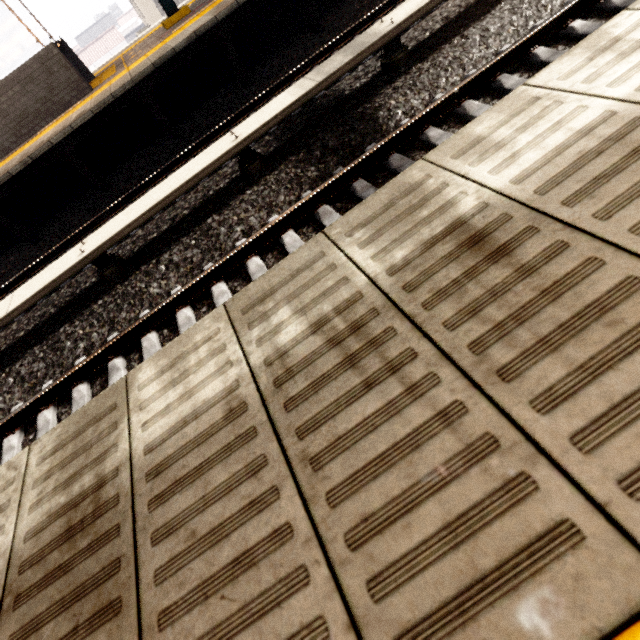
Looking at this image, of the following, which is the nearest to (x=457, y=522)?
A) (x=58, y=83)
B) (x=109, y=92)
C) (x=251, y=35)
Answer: (x=109, y=92)

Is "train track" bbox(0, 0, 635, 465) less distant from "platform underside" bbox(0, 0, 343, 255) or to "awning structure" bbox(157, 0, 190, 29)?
"platform underside" bbox(0, 0, 343, 255)

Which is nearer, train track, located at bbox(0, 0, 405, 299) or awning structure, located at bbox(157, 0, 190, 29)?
train track, located at bbox(0, 0, 405, 299)

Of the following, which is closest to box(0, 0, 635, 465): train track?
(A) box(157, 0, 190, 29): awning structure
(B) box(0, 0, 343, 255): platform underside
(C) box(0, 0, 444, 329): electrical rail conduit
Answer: (C) box(0, 0, 444, 329): electrical rail conduit

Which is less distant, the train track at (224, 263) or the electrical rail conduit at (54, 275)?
the train track at (224, 263)

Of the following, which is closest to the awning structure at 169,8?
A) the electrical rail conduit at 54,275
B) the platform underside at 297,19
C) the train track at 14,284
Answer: the platform underside at 297,19

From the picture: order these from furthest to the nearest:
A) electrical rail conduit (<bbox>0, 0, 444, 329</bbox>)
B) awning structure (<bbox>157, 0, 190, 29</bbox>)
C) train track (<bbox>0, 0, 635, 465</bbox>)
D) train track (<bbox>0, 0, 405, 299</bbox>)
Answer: awning structure (<bbox>157, 0, 190, 29</bbox>), train track (<bbox>0, 0, 405, 299</bbox>), electrical rail conduit (<bbox>0, 0, 444, 329</bbox>), train track (<bbox>0, 0, 635, 465</bbox>)

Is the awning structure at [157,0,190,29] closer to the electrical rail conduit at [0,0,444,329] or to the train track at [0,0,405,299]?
the train track at [0,0,405,299]
